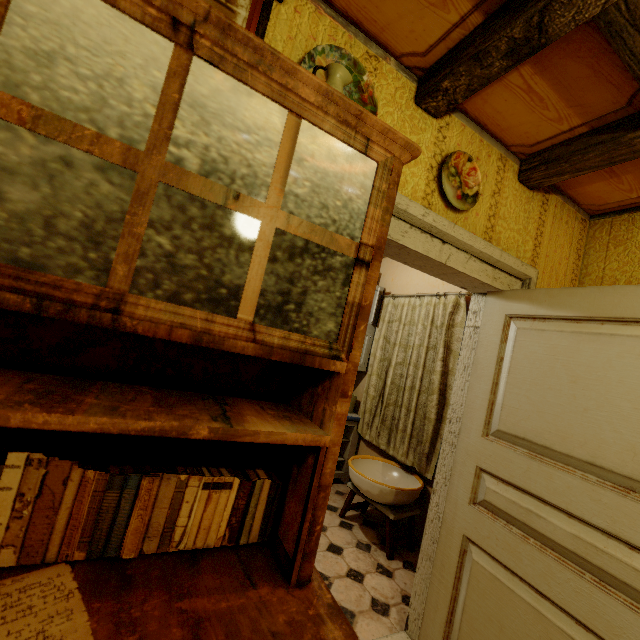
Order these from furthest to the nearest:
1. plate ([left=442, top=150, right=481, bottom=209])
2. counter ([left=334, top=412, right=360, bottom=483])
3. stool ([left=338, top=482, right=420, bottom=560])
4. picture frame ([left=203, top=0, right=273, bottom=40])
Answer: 1. counter ([left=334, top=412, right=360, bottom=483])
2. stool ([left=338, top=482, right=420, bottom=560])
3. plate ([left=442, top=150, right=481, bottom=209])
4. picture frame ([left=203, top=0, right=273, bottom=40])

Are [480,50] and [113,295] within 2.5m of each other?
yes

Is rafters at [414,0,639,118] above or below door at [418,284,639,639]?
above

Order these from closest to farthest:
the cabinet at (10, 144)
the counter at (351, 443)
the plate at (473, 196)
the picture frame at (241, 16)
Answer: the cabinet at (10, 144)
the picture frame at (241, 16)
the plate at (473, 196)
the counter at (351, 443)

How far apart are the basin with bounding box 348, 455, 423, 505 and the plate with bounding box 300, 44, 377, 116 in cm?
252

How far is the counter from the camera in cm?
383

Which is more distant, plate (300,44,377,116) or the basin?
the basin

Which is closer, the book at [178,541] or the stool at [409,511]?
the book at [178,541]
